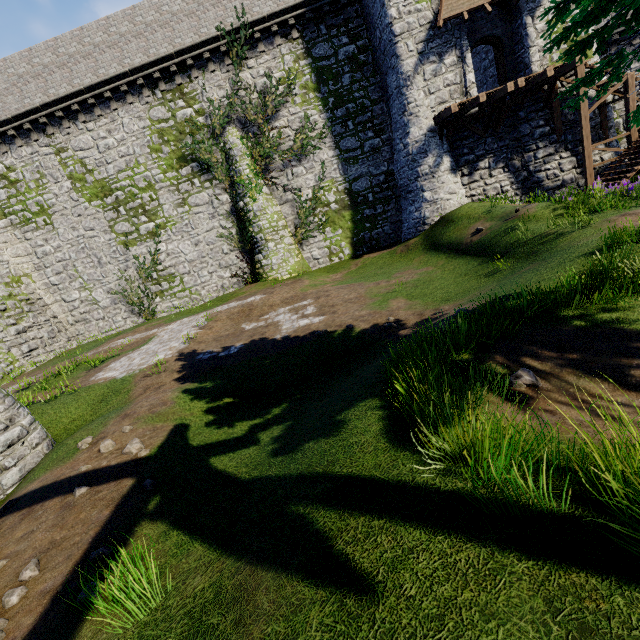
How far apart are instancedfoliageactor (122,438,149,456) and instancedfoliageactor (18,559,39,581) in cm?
198

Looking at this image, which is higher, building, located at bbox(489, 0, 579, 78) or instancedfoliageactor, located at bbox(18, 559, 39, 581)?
building, located at bbox(489, 0, 579, 78)

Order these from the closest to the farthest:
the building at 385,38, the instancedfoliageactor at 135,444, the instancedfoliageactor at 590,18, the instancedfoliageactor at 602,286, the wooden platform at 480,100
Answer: the instancedfoliageactor at 590,18
the instancedfoliageactor at 602,286
the instancedfoliageactor at 135,444
the wooden platform at 480,100
the building at 385,38

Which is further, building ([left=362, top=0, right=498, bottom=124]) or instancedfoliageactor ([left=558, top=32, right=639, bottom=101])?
building ([left=362, top=0, right=498, bottom=124])

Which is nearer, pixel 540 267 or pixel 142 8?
pixel 540 267

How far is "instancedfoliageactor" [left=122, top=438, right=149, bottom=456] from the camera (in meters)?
5.83

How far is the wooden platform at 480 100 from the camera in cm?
1470

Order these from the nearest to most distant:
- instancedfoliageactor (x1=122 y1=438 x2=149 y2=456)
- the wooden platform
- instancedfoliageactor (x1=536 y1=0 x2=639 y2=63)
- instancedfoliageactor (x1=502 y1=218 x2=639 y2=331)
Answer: instancedfoliageactor (x1=536 y1=0 x2=639 y2=63)
instancedfoliageactor (x1=502 y1=218 x2=639 y2=331)
instancedfoliageactor (x1=122 y1=438 x2=149 y2=456)
the wooden platform
